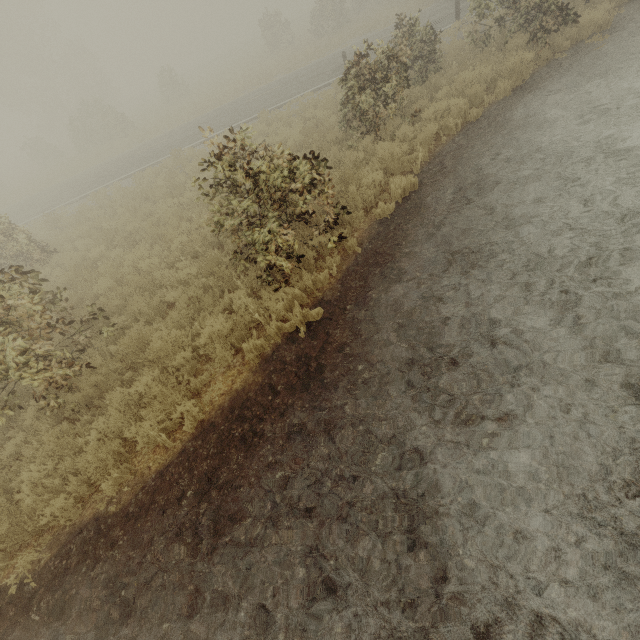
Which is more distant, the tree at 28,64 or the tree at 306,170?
the tree at 28,64

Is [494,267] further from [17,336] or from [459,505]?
[17,336]

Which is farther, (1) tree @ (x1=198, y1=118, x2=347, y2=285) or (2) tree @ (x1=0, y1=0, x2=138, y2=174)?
(2) tree @ (x1=0, y1=0, x2=138, y2=174)

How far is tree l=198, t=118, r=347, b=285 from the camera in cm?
494

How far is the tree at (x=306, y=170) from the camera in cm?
494
